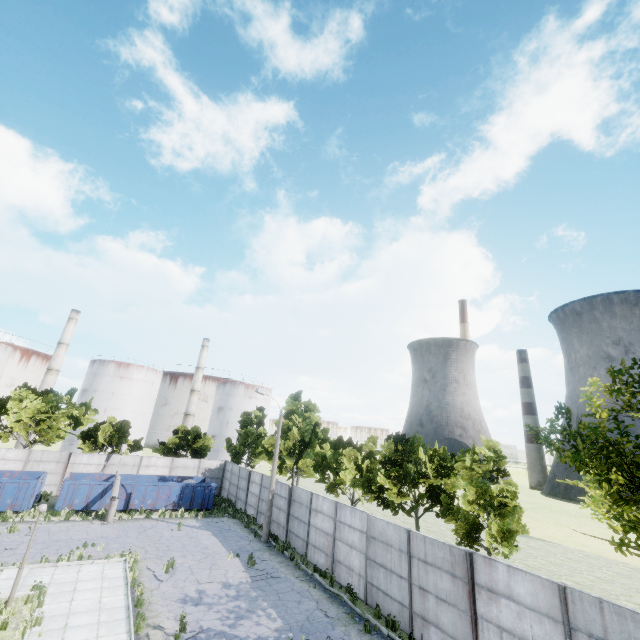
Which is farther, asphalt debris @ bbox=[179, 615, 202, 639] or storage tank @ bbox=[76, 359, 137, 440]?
storage tank @ bbox=[76, 359, 137, 440]

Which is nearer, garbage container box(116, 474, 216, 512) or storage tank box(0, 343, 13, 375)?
garbage container box(116, 474, 216, 512)

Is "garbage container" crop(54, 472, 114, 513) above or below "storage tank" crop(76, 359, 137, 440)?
below

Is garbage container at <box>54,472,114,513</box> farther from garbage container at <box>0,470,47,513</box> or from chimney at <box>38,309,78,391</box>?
chimney at <box>38,309,78,391</box>

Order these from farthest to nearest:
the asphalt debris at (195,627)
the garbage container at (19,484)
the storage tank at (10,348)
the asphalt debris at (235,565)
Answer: the storage tank at (10,348) < the garbage container at (19,484) < the asphalt debris at (235,565) < the asphalt debris at (195,627)

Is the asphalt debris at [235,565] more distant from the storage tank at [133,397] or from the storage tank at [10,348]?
the storage tank at [10,348]

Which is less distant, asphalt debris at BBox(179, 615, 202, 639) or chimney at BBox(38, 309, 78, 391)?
asphalt debris at BBox(179, 615, 202, 639)

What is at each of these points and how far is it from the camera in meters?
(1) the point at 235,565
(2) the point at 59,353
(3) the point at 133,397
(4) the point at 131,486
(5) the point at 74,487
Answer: (1) asphalt debris, 17.8 m
(2) chimney, 56.8 m
(3) storage tank, 59.7 m
(4) garbage container, 26.6 m
(5) garbage container, 24.8 m
